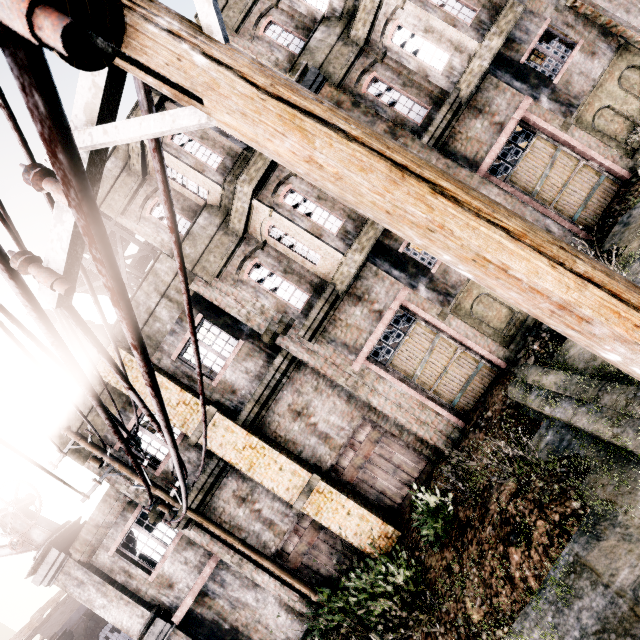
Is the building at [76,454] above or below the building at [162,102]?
below

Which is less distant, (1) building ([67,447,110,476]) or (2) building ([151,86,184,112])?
(2) building ([151,86,184,112])

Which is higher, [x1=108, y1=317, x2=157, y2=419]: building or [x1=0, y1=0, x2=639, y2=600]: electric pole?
[x1=108, y1=317, x2=157, y2=419]: building

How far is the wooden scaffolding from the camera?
11.9m

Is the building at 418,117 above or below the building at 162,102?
below

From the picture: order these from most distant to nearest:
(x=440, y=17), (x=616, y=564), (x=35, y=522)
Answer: (x=35, y=522)
(x=440, y=17)
(x=616, y=564)

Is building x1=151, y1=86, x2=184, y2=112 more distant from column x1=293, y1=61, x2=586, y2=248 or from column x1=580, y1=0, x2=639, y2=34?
column x1=580, y1=0, x2=639, y2=34
